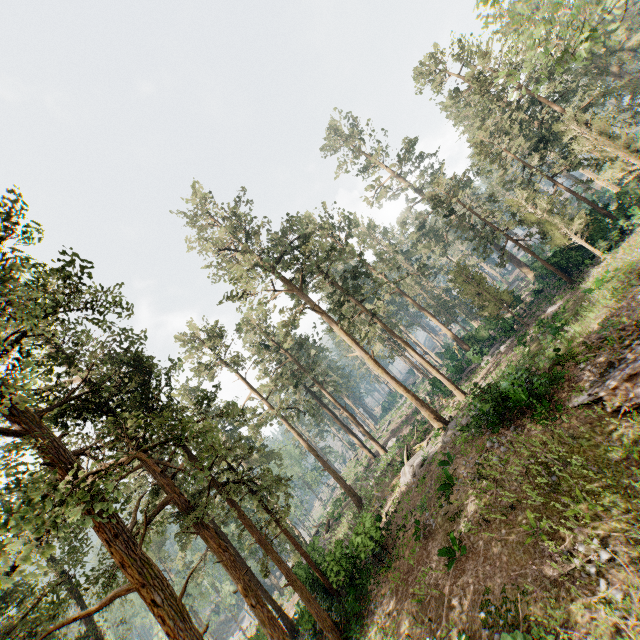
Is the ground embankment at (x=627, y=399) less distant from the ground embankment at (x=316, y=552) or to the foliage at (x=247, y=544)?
the foliage at (x=247, y=544)

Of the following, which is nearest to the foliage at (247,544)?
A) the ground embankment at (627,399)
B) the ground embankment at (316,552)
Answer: the ground embankment at (316,552)

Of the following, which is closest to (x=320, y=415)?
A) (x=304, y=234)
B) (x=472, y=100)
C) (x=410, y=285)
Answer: (x=410, y=285)

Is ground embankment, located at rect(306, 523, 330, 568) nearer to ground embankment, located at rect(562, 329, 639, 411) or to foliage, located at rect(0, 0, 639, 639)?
foliage, located at rect(0, 0, 639, 639)

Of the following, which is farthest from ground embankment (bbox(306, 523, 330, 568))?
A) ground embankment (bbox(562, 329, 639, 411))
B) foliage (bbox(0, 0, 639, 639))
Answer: ground embankment (bbox(562, 329, 639, 411))
